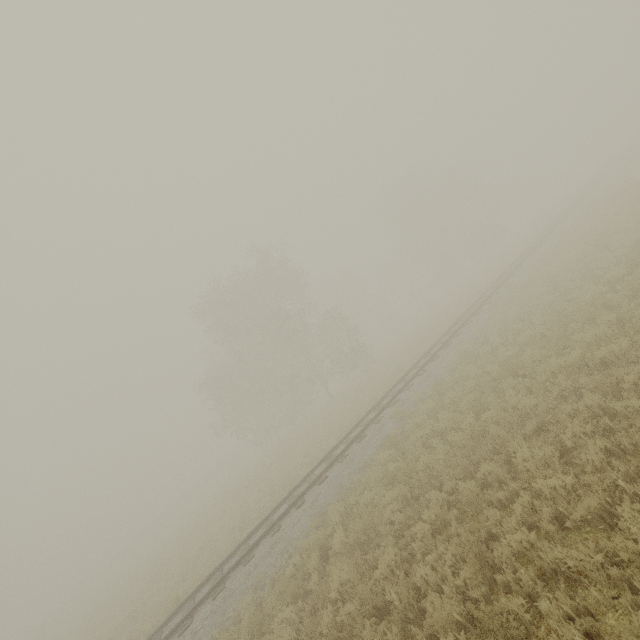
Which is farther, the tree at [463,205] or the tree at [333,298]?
the tree at [463,205]

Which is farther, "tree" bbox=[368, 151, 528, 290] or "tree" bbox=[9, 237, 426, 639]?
"tree" bbox=[368, 151, 528, 290]

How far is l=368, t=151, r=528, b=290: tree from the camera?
42.4 meters

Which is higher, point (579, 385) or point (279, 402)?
point (279, 402)

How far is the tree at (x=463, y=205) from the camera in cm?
4244
